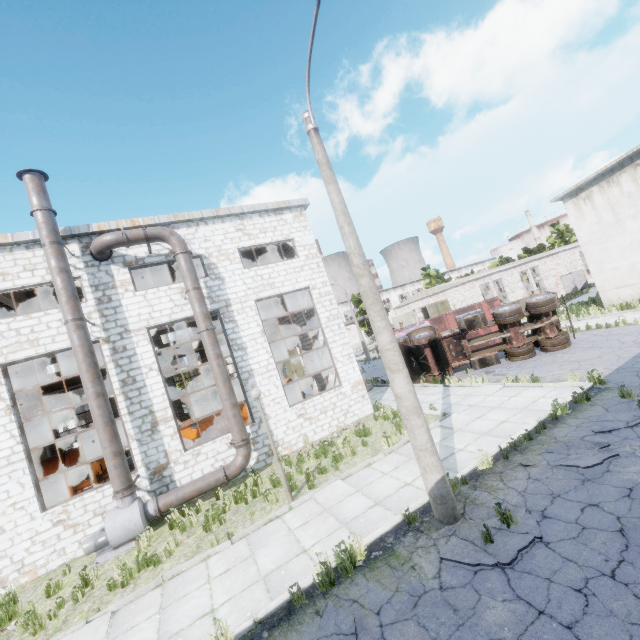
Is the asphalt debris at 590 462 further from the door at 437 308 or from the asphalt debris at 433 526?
the door at 437 308

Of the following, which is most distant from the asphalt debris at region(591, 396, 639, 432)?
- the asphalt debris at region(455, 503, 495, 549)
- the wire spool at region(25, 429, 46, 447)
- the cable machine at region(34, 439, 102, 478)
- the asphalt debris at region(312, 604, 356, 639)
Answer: the wire spool at region(25, 429, 46, 447)

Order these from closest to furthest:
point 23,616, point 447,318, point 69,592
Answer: point 23,616, point 69,592, point 447,318

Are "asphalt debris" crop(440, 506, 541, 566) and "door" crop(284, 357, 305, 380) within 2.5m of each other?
no

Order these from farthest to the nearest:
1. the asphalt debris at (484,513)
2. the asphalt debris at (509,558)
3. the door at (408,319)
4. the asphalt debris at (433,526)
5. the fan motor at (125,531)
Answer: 1. the door at (408,319)
2. the fan motor at (125,531)
3. the asphalt debris at (433,526)
4. the asphalt debris at (484,513)
5. the asphalt debris at (509,558)

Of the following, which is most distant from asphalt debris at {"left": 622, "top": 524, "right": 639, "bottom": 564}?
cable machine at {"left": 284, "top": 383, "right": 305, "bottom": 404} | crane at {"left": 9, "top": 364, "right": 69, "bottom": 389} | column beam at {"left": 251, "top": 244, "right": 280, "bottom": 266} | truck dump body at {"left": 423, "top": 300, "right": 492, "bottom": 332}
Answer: crane at {"left": 9, "top": 364, "right": 69, "bottom": 389}

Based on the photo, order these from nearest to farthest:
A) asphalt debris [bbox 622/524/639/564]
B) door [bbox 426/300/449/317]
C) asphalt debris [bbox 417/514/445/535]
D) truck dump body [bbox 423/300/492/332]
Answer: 1. asphalt debris [bbox 622/524/639/564]
2. asphalt debris [bbox 417/514/445/535]
3. truck dump body [bbox 423/300/492/332]
4. door [bbox 426/300/449/317]

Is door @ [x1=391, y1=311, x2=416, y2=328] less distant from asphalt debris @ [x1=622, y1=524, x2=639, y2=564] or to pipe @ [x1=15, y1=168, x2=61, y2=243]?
pipe @ [x1=15, y1=168, x2=61, y2=243]
